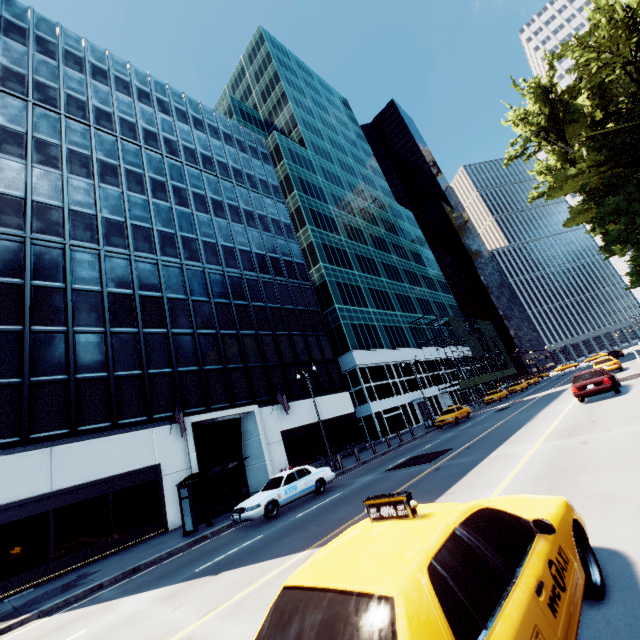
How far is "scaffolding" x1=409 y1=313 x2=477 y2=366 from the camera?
52.9 meters

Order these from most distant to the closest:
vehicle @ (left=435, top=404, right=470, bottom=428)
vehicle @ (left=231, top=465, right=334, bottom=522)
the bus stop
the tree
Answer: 1. vehicle @ (left=435, top=404, right=470, bottom=428)
2. the tree
3. the bus stop
4. vehicle @ (left=231, top=465, right=334, bottom=522)

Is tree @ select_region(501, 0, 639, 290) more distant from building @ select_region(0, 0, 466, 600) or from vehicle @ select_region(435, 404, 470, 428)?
building @ select_region(0, 0, 466, 600)

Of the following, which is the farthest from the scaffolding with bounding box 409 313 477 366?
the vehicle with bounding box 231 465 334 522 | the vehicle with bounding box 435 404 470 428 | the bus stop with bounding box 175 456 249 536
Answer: the bus stop with bounding box 175 456 249 536

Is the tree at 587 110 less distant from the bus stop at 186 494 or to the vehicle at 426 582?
the bus stop at 186 494

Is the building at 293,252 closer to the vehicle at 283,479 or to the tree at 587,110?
the vehicle at 283,479

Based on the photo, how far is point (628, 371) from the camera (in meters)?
26.12

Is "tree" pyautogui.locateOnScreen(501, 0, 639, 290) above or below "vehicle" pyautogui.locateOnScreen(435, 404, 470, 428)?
above
